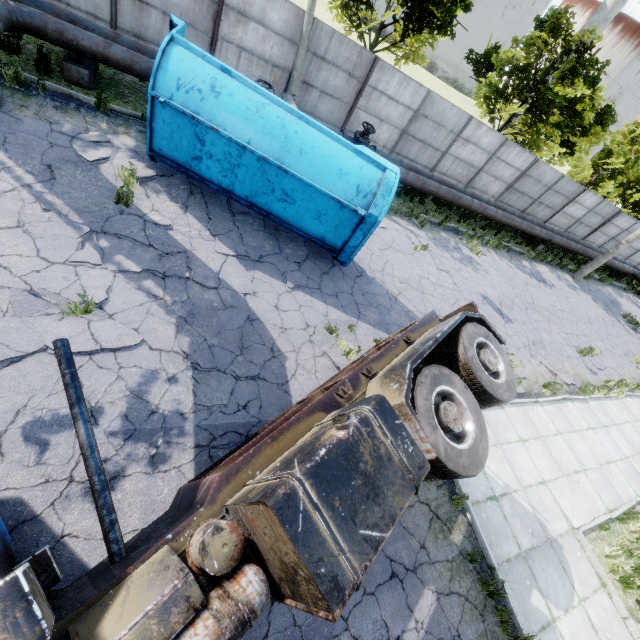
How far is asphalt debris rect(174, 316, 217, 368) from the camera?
5.5m

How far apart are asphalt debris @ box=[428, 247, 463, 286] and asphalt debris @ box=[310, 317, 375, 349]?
5.8m

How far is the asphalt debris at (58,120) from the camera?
7.5 meters

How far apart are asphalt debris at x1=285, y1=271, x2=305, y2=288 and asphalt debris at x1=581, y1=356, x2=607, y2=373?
12.0m

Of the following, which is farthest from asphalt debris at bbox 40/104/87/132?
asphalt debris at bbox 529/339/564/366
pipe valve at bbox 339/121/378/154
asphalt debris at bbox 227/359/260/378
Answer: asphalt debris at bbox 529/339/564/366

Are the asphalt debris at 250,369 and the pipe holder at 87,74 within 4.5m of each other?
no

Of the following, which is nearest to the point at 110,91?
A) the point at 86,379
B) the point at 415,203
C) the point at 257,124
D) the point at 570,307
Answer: the point at 257,124
